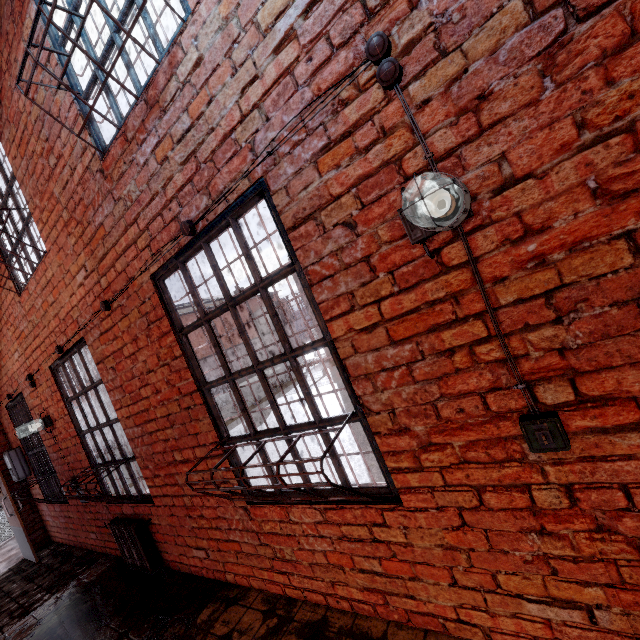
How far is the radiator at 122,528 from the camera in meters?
3.6 m

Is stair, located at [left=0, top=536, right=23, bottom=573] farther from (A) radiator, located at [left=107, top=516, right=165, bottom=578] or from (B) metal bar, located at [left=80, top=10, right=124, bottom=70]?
(B) metal bar, located at [left=80, top=10, right=124, bottom=70]

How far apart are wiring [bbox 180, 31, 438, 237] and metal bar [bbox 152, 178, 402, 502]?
0.2m

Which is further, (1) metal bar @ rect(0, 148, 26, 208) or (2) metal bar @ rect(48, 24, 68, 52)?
(1) metal bar @ rect(0, 148, 26, 208)

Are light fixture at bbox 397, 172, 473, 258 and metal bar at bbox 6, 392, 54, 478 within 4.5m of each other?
no

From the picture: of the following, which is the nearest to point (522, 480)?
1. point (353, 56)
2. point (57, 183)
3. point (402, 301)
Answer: point (402, 301)

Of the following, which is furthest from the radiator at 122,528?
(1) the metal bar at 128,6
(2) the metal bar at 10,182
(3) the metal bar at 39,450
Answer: (1) the metal bar at 128,6

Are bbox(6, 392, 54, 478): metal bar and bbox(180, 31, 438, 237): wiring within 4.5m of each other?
no
